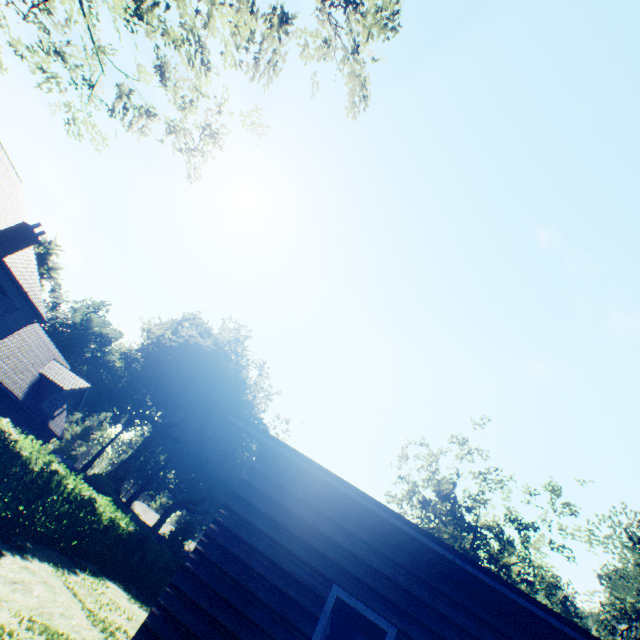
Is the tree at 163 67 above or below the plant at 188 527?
above

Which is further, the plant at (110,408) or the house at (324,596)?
the plant at (110,408)

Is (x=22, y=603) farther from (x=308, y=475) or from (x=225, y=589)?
(x=308, y=475)

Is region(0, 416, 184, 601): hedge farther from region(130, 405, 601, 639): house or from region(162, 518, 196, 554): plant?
region(162, 518, 196, 554): plant

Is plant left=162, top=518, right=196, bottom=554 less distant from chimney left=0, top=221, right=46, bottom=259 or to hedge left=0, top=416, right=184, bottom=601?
hedge left=0, top=416, right=184, bottom=601

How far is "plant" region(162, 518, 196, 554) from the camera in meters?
29.2
